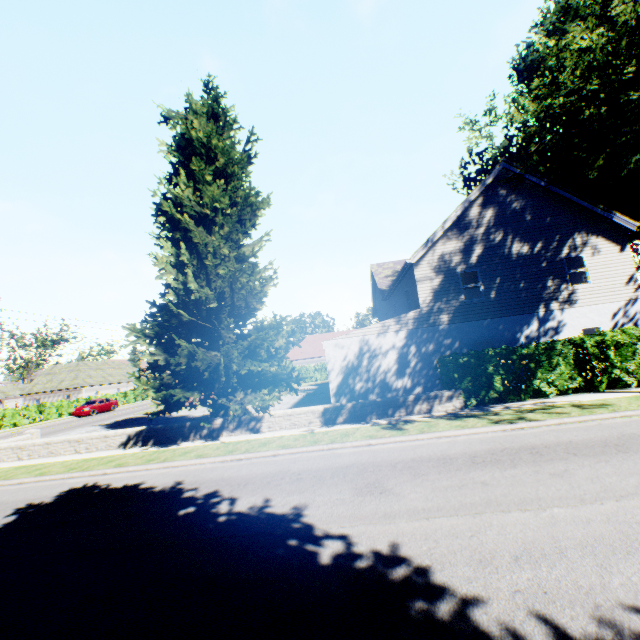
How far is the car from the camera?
32.8m

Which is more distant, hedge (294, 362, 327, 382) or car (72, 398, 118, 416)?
hedge (294, 362, 327, 382)

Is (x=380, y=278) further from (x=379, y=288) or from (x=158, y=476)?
(x=158, y=476)

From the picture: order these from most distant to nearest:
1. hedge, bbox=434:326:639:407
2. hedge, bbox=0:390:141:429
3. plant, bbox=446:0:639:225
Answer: hedge, bbox=0:390:141:429, hedge, bbox=434:326:639:407, plant, bbox=446:0:639:225

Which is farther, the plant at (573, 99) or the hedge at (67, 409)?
the hedge at (67, 409)

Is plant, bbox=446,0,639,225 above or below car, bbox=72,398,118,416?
above

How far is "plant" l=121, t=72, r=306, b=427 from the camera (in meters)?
12.05
